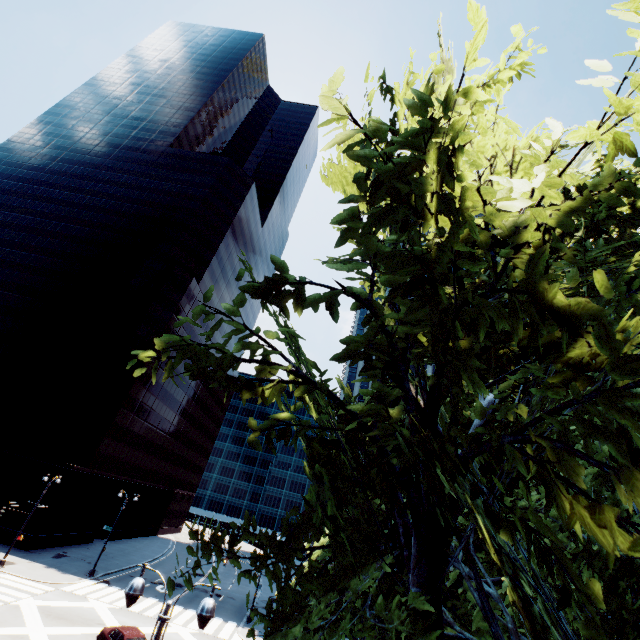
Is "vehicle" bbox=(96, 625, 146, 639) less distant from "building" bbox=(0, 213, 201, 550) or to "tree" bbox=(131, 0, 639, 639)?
"tree" bbox=(131, 0, 639, 639)

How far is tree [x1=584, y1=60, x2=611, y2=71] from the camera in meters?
2.6 m

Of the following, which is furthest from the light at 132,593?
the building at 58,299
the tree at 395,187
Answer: the building at 58,299

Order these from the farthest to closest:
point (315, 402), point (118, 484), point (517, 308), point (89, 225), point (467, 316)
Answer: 1. point (89, 225)
2. point (118, 484)
3. point (315, 402)
4. point (467, 316)
5. point (517, 308)

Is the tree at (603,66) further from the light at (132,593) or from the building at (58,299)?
the building at (58,299)

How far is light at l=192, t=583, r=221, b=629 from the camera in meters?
7.6

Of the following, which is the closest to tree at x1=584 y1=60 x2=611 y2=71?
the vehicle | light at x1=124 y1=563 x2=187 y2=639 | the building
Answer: light at x1=124 y1=563 x2=187 y2=639

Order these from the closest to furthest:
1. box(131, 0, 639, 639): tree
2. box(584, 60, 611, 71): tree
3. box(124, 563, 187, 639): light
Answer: box(131, 0, 639, 639): tree, box(584, 60, 611, 71): tree, box(124, 563, 187, 639): light
